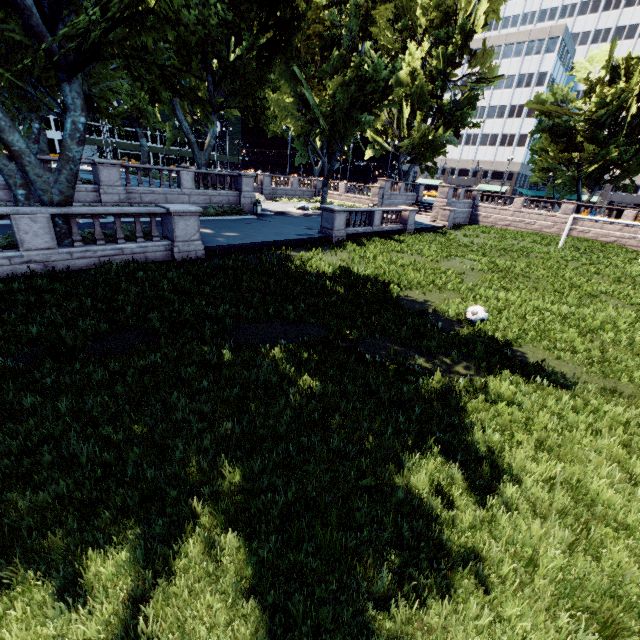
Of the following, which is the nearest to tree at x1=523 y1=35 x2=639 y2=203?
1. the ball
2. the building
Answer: the ball

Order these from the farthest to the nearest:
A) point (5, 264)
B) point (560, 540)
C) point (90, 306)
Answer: point (5, 264) < point (90, 306) < point (560, 540)

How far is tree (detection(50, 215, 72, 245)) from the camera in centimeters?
1153cm

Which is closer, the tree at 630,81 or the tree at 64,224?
the tree at 64,224

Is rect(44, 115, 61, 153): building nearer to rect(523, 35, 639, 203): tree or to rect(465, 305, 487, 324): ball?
rect(523, 35, 639, 203): tree

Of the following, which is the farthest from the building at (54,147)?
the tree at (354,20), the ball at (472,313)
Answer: the ball at (472,313)
